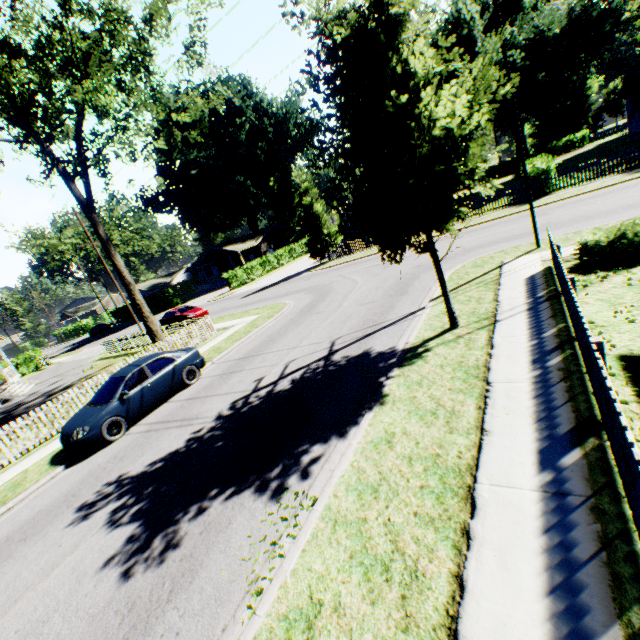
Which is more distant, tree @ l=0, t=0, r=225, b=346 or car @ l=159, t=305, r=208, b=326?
car @ l=159, t=305, r=208, b=326

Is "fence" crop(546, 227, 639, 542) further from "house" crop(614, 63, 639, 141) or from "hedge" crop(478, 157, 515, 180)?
"hedge" crop(478, 157, 515, 180)

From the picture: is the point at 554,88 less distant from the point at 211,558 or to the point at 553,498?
the point at 553,498

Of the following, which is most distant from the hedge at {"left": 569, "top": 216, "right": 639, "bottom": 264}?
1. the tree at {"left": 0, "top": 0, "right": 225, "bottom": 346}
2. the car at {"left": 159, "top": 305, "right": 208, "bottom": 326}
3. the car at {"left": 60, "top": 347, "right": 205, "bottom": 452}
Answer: the car at {"left": 159, "top": 305, "right": 208, "bottom": 326}

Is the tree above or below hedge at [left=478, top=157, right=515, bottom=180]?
above

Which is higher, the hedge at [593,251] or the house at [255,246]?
the house at [255,246]

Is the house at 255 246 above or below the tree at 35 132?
below

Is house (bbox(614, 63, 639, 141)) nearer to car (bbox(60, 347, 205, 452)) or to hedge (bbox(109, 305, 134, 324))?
car (bbox(60, 347, 205, 452))
